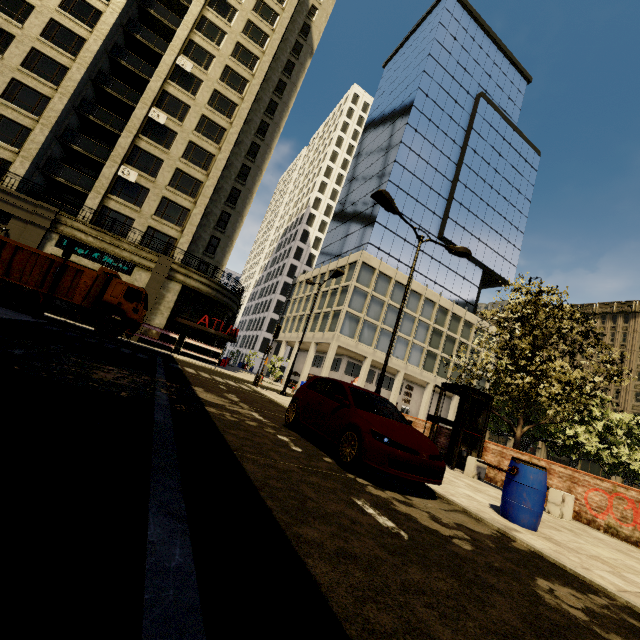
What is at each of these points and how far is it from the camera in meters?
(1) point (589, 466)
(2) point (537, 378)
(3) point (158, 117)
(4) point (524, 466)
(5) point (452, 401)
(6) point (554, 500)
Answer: (1) building, 47.4 m
(2) tree, 11.9 m
(3) air conditioner, 28.0 m
(4) barrel, 5.6 m
(5) building, 42.0 m
(6) bench, 7.9 m

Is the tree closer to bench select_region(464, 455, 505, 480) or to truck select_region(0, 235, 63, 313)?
bench select_region(464, 455, 505, 480)

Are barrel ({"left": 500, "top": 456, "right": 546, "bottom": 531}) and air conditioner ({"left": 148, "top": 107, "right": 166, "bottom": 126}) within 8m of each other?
no

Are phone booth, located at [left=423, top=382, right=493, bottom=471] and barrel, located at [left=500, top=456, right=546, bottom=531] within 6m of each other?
yes

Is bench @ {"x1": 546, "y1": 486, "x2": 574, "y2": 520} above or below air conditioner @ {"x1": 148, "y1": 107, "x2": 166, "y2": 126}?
below

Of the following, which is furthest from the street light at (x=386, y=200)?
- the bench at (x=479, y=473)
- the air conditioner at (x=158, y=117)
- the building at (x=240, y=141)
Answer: the air conditioner at (x=158, y=117)

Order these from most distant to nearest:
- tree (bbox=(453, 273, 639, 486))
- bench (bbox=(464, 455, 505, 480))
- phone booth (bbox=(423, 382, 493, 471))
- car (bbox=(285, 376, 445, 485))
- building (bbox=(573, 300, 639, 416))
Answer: building (bbox=(573, 300, 639, 416)) → tree (bbox=(453, 273, 639, 486)) → phone booth (bbox=(423, 382, 493, 471)) → bench (bbox=(464, 455, 505, 480)) → car (bbox=(285, 376, 445, 485))

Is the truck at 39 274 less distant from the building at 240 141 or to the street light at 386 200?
the building at 240 141
